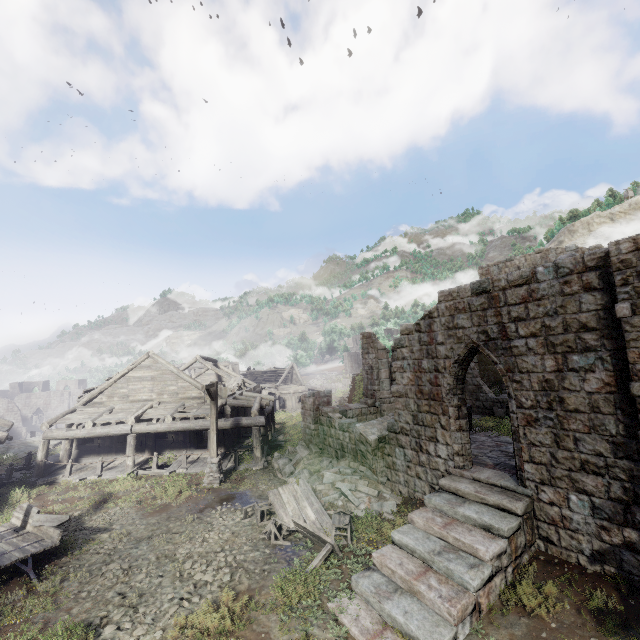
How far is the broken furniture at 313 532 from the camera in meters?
9.1

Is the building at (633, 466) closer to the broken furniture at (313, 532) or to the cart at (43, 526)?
the broken furniture at (313, 532)

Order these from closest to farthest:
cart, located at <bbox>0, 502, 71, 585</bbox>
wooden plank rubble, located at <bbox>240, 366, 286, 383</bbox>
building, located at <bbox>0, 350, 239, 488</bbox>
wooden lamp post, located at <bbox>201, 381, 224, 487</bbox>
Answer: cart, located at <bbox>0, 502, 71, 585</bbox>, wooden lamp post, located at <bbox>201, 381, 224, 487</bbox>, building, located at <bbox>0, 350, 239, 488</bbox>, wooden plank rubble, located at <bbox>240, 366, 286, 383</bbox>

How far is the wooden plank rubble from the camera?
46.5m

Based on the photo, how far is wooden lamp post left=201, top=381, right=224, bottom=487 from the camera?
14.8 meters

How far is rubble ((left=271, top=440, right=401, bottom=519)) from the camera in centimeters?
1172cm

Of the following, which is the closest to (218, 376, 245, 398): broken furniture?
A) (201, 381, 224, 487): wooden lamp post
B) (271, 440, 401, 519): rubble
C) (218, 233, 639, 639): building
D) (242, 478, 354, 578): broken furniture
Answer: (218, 233, 639, 639): building

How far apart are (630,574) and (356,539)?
6.4 meters
